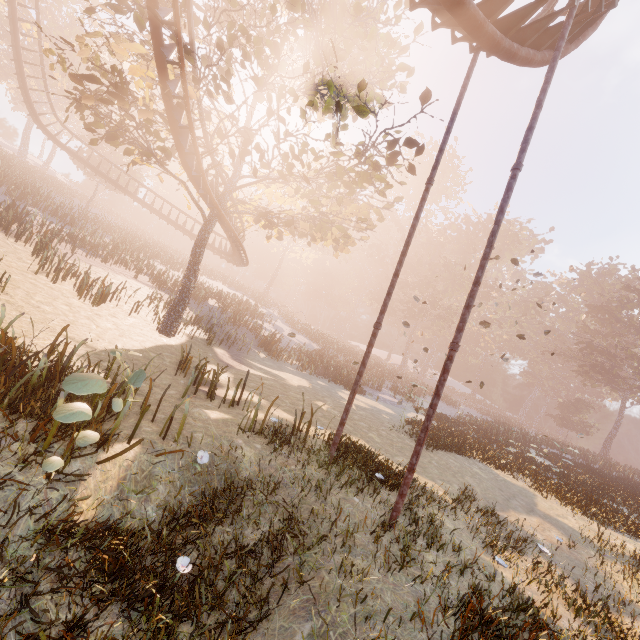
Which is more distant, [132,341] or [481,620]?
[132,341]

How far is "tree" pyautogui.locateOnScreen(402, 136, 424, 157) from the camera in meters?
11.7 m

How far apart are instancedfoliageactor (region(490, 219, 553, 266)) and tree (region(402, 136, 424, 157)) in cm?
5187

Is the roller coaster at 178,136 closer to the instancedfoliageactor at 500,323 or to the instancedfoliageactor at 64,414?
the instancedfoliageactor at 64,414

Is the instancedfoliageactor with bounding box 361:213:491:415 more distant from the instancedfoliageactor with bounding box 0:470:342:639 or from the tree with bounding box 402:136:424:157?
the instancedfoliageactor with bounding box 0:470:342:639

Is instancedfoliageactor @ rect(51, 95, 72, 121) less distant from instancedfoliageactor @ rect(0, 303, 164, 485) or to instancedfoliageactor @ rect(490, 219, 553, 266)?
instancedfoliageactor @ rect(0, 303, 164, 485)

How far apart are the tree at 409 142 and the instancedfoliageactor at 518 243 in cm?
5187

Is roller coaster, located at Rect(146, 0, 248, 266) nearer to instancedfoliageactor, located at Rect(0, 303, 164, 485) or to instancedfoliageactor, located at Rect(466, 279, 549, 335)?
instancedfoliageactor, located at Rect(0, 303, 164, 485)
